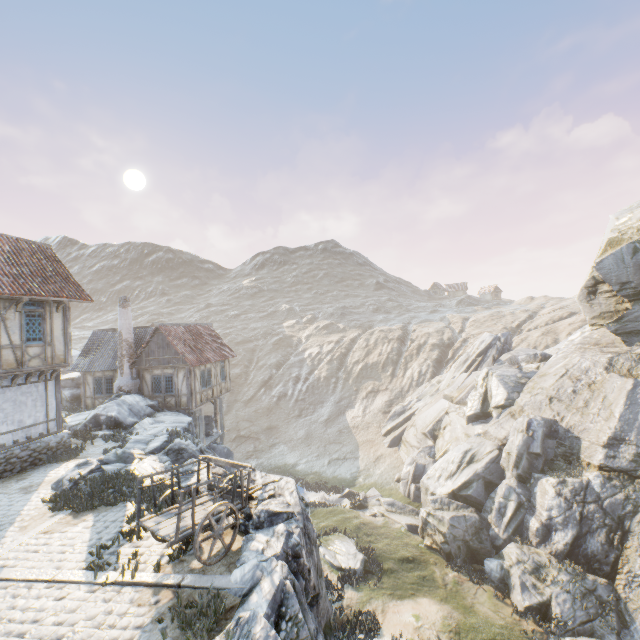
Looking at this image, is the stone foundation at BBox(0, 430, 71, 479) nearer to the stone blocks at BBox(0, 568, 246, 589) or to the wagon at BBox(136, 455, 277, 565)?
the stone blocks at BBox(0, 568, 246, 589)

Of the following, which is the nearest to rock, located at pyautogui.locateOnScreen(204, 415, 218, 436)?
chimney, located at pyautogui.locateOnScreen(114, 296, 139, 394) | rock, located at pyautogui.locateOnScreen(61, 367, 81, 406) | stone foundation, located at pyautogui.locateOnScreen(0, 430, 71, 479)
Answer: chimney, located at pyautogui.locateOnScreen(114, 296, 139, 394)

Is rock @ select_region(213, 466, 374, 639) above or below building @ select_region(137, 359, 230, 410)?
below

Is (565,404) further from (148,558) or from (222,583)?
(148,558)

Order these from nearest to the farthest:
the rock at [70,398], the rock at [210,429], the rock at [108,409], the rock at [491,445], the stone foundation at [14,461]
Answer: the rock at [108,409] → the stone foundation at [14,461] → the rock at [491,445] → the rock at [70,398] → the rock at [210,429]

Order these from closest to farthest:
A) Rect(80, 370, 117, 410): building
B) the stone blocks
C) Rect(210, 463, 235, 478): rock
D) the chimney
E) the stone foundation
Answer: the stone blocks → Rect(210, 463, 235, 478): rock → the stone foundation → the chimney → Rect(80, 370, 117, 410): building

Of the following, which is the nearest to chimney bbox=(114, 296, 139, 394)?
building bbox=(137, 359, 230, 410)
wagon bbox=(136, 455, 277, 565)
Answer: building bbox=(137, 359, 230, 410)

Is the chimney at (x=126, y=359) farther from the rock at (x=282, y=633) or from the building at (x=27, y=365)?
the building at (x=27, y=365)
